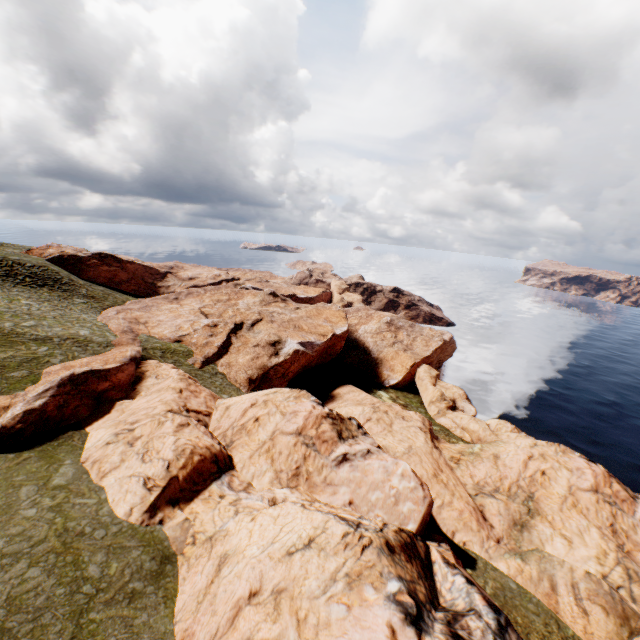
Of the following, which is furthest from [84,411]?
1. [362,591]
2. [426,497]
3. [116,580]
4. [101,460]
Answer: [426,497]

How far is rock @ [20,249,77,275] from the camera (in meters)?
57.84

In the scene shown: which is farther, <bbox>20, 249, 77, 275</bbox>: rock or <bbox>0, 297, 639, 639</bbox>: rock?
<bbox>20, 249, 77, 275</bbox>: rock

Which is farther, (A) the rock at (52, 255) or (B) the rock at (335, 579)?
(A) the rock at (52, 255)

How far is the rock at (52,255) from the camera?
57.8m
